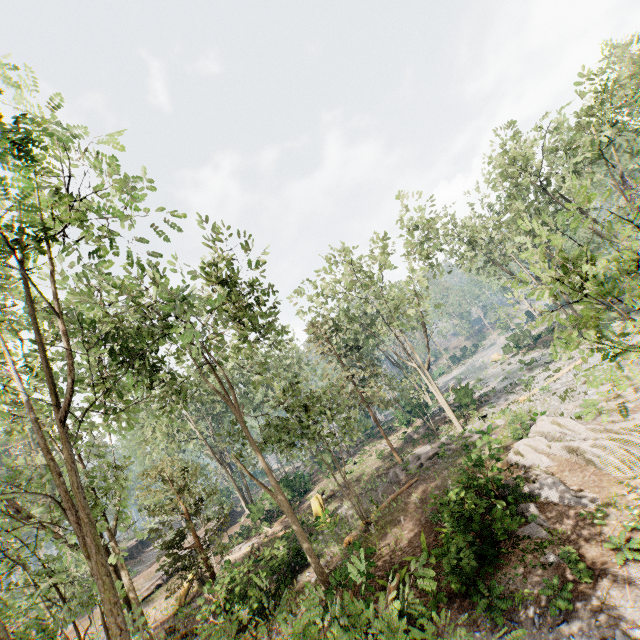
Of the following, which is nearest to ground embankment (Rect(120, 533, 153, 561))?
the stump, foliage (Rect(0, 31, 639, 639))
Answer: foliage (Rect(0, 31, 639, 639))

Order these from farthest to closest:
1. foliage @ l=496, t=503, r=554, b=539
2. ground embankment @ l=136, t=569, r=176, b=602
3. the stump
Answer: ground embankment @ l=136, t=569, r=176, b=602, the stump, foliage @ l=496, t=503, r=554, b=539

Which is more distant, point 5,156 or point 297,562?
point 297,562

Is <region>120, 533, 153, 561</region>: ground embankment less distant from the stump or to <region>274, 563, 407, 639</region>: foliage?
<region>274, 563, 407, 639</region>: foliage

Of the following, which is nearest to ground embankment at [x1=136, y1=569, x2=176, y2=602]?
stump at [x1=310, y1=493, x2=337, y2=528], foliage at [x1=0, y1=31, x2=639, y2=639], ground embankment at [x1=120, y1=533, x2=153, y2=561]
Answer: foliage at [x1=0, y1=31, x2=639, y2=639]

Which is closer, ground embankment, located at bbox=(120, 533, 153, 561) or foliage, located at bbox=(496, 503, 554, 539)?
foliage, located at bbox=(496, 503, 554, 539)

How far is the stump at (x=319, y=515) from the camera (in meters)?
22.23

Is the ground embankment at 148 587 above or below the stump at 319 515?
above
